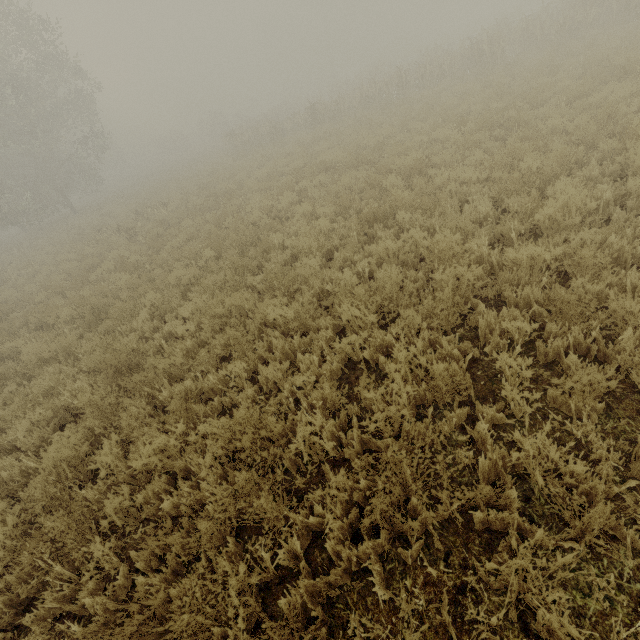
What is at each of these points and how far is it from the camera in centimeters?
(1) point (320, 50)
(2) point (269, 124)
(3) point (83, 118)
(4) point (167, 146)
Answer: (1) tree, 5859cm
(2) tree, 2480cm
(3) tree, 2694cm
(4) tree, 5212cm

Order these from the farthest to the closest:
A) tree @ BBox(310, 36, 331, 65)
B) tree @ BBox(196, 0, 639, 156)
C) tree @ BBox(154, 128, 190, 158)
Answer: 1. tree @ BBox(310, 36, 331, 65)
2. tree @ BBox(154, 128, 190, 158)
3. tree @ BBox(196, 0, 639, 156)

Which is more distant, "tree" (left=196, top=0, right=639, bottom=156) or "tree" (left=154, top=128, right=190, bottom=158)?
"tree" (left=154, top=128, right=190, bottom=158)

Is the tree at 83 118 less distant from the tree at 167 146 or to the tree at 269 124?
the tree at 269 124

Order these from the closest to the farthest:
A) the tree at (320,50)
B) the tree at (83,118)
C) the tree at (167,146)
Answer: the tree at (83,118) → the tree at (167,146) → the tree at (320,50)

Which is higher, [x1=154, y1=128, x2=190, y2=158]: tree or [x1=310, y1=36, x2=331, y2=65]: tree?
[x1=310, y1=36, x2=331, y2=65]: tree

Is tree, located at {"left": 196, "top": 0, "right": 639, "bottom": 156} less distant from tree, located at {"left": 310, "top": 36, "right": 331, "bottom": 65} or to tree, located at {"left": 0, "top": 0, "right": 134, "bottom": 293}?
tree, located at {"left": 0, "top": 0, "right": 134, "bottom": 293}
